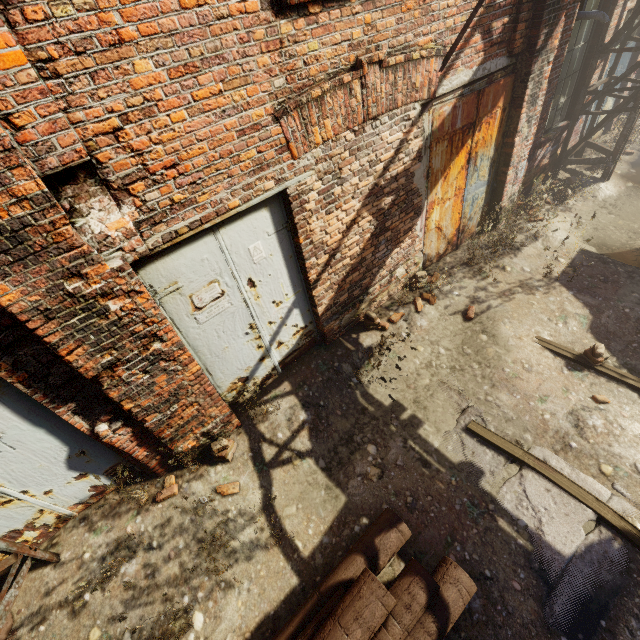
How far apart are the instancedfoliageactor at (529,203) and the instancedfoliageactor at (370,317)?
4.35m

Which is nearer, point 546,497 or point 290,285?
point 546,497

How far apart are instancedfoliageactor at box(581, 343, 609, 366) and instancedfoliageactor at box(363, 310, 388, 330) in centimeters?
264cm

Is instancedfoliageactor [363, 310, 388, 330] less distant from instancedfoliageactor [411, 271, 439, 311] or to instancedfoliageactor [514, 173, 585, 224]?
instancedfoliageactor [411, 271, 439, 311]

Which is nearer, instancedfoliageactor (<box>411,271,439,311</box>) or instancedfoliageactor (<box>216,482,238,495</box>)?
instancedfoliageactor (<box>216,482,238,495</box>)

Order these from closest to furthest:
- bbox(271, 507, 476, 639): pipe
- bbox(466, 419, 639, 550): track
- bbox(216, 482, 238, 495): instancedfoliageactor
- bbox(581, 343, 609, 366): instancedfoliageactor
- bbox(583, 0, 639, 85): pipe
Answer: bbox(271, 507, 476, 639): pipe → bbox(466, 419, 639, 550): track → bbox(216, 482, 238, 495): instancedfoliageactor → bbox(581, 343, 609, 366): instancedfoliageactor → bbox(583, 0, 639, 85): pipe

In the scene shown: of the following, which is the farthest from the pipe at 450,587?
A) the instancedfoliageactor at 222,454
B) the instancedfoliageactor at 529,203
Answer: the instancedfoliageactor at 529,203

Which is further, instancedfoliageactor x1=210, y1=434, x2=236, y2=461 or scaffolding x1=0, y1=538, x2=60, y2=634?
instancedfoliageactor x1=210, y1=434, x2=236, y2=461
